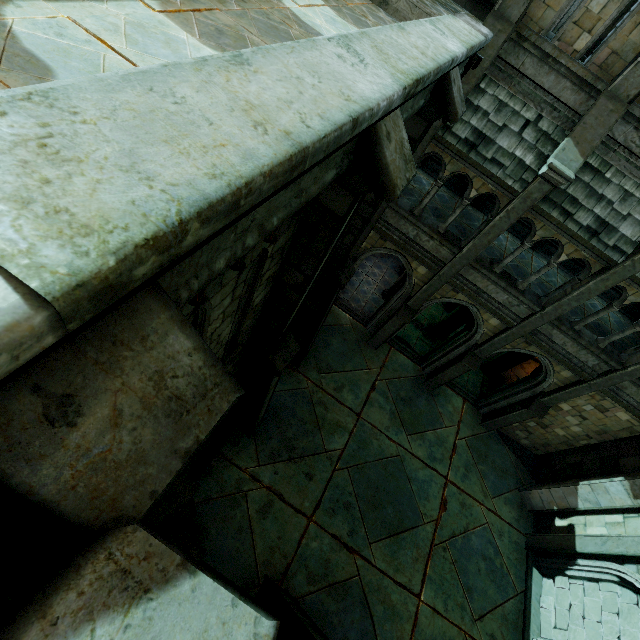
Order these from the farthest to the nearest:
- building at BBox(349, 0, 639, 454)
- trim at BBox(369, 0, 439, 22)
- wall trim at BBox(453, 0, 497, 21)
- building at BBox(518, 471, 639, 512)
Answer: building at BBox(518, 471, 639, 512), wall trim at BBox(453, 0, 497, 21), building at BBox(349, 0, 639, 454), trim at BBox(369, 0, 439, 22)

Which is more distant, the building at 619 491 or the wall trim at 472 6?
the building at 619 491

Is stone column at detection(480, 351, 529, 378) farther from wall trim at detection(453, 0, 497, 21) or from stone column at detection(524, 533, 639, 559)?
wall trim at detection(453, 0, 497, 21)

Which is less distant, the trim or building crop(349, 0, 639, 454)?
the trim

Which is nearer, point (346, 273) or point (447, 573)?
point (346, 273)

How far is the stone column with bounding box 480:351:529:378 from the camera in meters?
15.5 m

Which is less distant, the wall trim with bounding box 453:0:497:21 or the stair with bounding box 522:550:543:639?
the wall trim with bounding box 453:0:497:21

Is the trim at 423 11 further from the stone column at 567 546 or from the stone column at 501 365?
the stone column at 567 546
